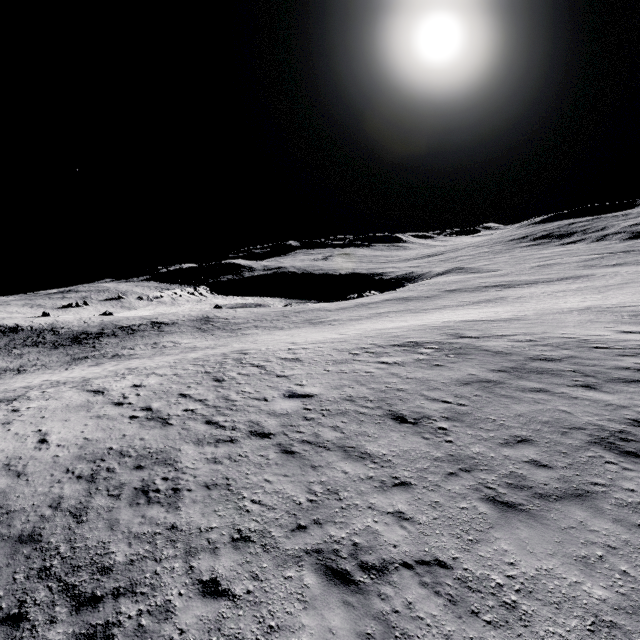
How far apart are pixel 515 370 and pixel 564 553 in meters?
9.3
